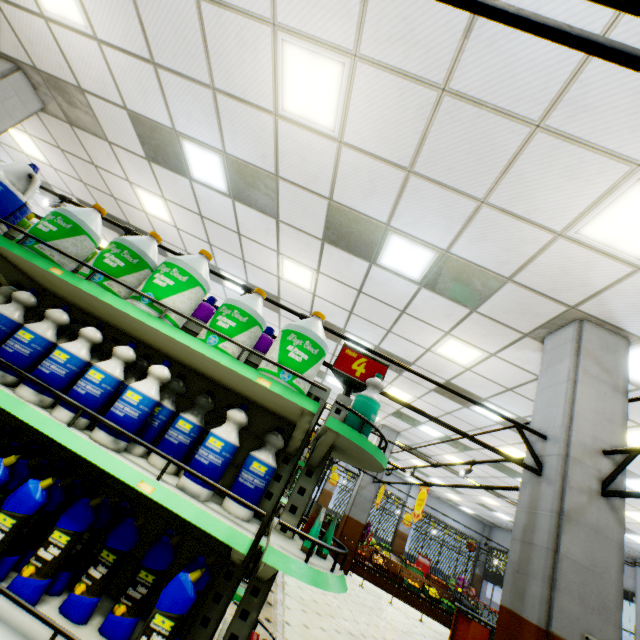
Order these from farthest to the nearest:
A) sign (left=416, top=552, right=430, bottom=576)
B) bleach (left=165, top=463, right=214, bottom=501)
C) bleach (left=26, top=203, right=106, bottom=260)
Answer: sign (left=416, top=552, right=430, bottom=576) → bleach (left=26, top=203, right=106, bottom=260) → bleach (left=165, top=463, right=214, bottom=501)

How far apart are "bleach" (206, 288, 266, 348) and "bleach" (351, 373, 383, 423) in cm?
32

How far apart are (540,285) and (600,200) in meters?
1.3

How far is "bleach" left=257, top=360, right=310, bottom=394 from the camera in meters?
1.7

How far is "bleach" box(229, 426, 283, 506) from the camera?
1.5m

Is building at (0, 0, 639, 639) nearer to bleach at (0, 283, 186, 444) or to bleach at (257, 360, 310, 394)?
bleach at (0, 283, 186, 444)

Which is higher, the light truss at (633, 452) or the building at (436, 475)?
the building at (436, 475)

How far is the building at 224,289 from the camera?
8.6m
